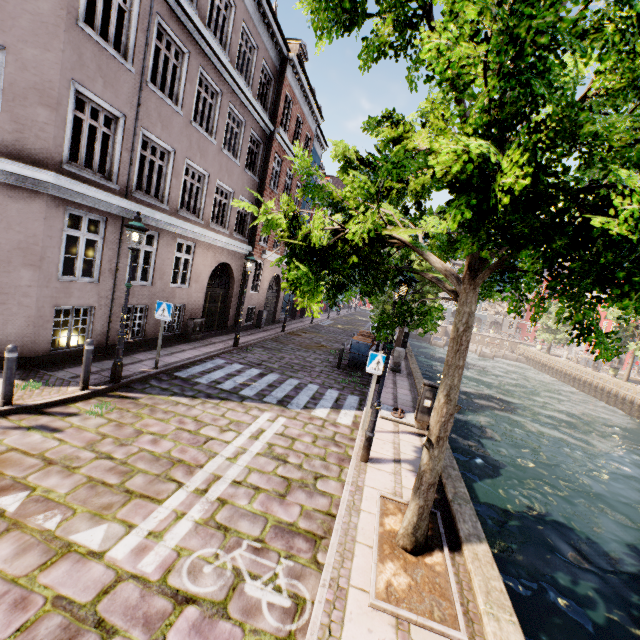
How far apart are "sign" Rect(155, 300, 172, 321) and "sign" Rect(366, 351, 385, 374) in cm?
537

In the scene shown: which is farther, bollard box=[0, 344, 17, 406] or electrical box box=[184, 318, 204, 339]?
electrical box box=[184, 318, 204, 339]

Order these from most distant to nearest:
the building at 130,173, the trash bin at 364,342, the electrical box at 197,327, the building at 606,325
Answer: the building at 606,325
the trash bin at 364,342
the electrical box at 197,327
the building at 130,173

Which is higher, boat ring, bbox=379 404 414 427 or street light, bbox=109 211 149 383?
street light, bbox=109 211 149 383

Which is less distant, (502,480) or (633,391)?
(502,480)

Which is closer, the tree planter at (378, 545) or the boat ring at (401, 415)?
the tree planter at (378, 545)

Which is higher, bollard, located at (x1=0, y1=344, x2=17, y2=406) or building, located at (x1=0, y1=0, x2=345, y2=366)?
building, located at (x1=0, y1=0, x2=345, y2=366)

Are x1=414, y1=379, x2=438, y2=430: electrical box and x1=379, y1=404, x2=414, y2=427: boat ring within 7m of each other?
yes
